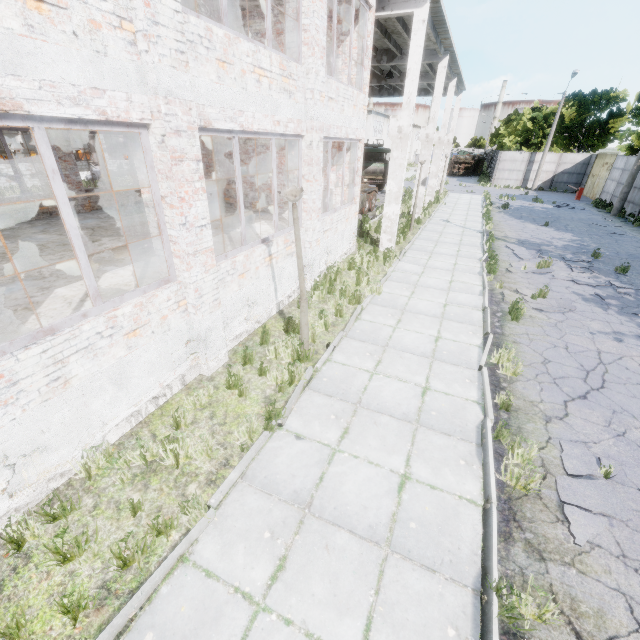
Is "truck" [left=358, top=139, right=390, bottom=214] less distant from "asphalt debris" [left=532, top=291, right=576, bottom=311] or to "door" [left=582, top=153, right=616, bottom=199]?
"asphalt debris" [left=532, top=291, right=576, bottom=311]

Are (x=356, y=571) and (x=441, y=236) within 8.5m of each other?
no

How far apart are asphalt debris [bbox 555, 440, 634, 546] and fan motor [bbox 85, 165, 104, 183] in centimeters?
3793cm

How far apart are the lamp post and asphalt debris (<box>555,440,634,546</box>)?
4.5m

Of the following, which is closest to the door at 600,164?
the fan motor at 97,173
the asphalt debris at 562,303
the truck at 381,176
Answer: the truck at 381,176

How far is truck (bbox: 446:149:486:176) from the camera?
47.06m

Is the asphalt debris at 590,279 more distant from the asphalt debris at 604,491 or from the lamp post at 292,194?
the lamp post at 292,194

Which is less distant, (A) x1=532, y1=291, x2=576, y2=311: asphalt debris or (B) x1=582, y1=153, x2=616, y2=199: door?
(A) x1=532, y1=291, x2=576, y2=311: asphalt debris
